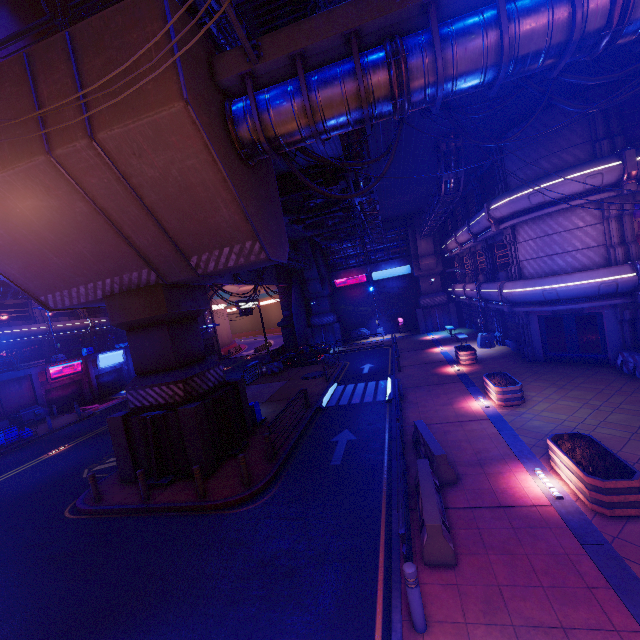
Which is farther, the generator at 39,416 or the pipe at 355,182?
the generator at 39,416

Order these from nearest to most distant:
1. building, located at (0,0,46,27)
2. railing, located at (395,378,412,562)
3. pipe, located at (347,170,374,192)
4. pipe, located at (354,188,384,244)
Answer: railing, located at (395,378,412,562)
pipe, located at (347,170,374,192)
pipe, located at (354,188,384,244)
building, located at (0,0,46,27)

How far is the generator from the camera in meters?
26.0 m

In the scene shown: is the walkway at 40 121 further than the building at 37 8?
No

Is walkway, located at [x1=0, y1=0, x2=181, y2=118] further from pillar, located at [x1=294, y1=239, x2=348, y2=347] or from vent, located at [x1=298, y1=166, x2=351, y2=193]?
vent, located at [x1=298, y1=166, x2=351, y2=193]

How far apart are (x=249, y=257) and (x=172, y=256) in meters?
2.7 m

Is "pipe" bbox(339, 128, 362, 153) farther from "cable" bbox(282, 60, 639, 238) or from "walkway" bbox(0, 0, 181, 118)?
Answer: "cable" bbox(282, 60, 639, 238)

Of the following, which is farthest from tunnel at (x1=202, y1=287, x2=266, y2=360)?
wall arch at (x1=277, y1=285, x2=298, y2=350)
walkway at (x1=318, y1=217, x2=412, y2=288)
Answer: walkway at (x1=318, y1=217, x2=412, y2=288)
